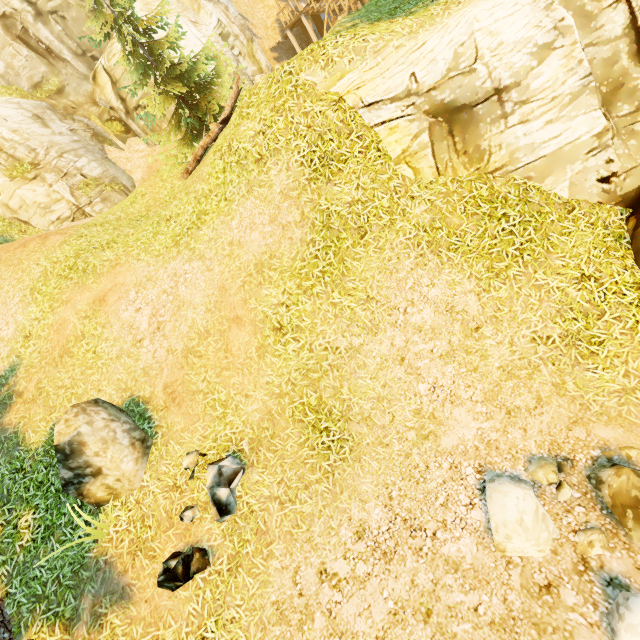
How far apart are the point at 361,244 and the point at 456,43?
3.83m

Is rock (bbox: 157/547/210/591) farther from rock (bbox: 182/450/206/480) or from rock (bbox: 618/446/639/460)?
rock (bbox: 618/446/639/460)

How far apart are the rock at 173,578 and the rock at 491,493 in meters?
4.3

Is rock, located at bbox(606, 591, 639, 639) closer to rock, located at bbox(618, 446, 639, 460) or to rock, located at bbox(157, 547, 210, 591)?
rock, located at bbox(618, 446, 639, 460)

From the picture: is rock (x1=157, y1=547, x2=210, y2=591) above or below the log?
below

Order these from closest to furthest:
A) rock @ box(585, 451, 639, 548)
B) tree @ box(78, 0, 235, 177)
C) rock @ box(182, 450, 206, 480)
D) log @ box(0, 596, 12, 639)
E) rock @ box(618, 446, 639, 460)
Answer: rock @ box(585, 451, 639, 548) → rock @ box(618, 446, 639, 460) → log @ box(0, 596, 12, 639) → rock @ box(182, 450, 206, 480) → tree @ box(78, 0, 235, 177)

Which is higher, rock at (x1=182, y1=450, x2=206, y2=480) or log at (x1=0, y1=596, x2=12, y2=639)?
log at (x1=0, y1=596, x2=12, y2=639)

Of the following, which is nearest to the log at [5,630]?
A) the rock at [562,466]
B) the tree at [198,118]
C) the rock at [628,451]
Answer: the tree at [198,118]
